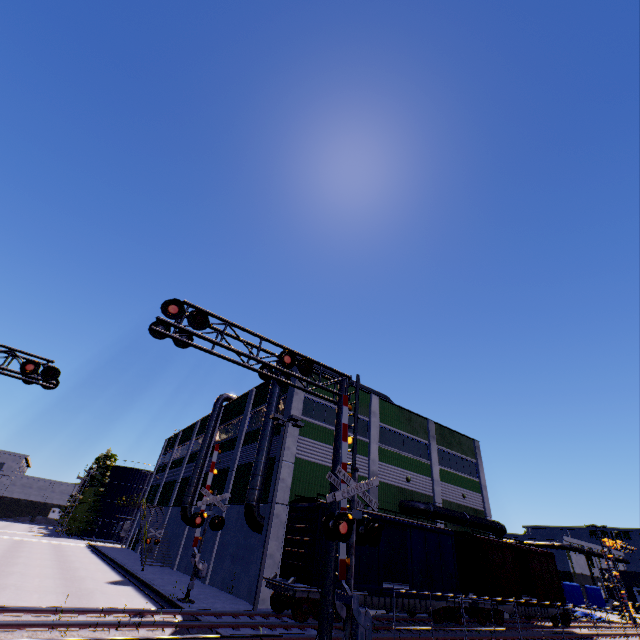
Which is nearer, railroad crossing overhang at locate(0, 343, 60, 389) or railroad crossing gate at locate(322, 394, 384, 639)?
railroad crossing gate at locate(322, 394, 384, 639)

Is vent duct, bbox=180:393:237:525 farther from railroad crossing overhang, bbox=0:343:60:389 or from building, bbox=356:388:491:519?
railroad crossing overhang, bbox=0:343:60:389

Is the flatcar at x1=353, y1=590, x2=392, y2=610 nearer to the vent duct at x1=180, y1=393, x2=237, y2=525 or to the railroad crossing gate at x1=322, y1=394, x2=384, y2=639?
the railroad crossing gate at x1=322, y1=394, x2=384, y2=639

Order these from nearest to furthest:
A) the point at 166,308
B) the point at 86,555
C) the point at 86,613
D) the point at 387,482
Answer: the point at 166,308 < the point at 86,613 < the point at 387,482 < the point at 86,555

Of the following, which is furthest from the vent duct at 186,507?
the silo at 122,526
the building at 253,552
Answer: the silo at 122,526

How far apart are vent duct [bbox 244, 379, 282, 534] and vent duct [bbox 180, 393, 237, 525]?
12.3m

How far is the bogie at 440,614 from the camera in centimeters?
1825cm

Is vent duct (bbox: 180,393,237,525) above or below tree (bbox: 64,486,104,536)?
above
